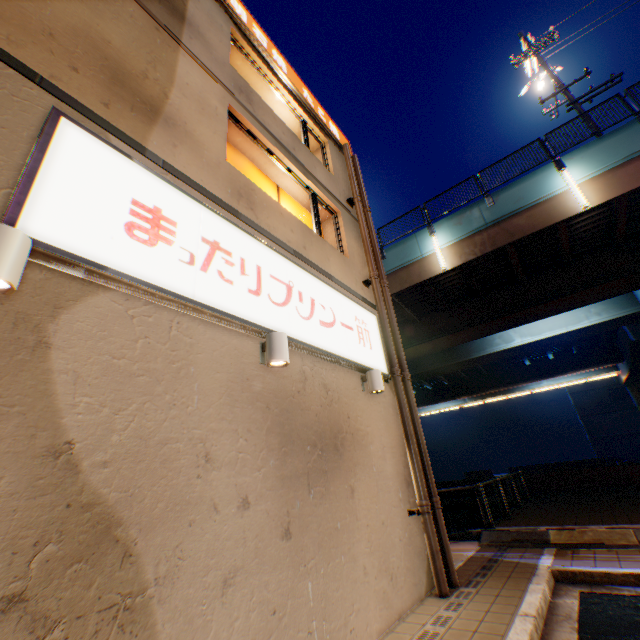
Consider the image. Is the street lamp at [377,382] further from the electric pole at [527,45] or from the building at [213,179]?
the electric pole at [527,45]

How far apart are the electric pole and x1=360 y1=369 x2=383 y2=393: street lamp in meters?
15.9 m

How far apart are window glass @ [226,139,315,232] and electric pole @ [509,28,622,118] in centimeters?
1313cm

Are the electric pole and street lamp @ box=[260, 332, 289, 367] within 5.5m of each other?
no

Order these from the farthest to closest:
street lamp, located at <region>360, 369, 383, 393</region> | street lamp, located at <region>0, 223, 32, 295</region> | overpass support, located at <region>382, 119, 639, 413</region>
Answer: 1. overpass support, located at <region>382, 119, 639, 413</region>
2. street lamp, located at <region>360, 369, 383, 393</region>
3. street lamp, located at <region>0, 223, 32, 295</region>

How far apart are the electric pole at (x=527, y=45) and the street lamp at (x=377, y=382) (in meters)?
15.88

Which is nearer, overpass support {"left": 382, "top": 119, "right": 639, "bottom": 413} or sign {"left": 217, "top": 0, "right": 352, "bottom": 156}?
sign {"left": 217, "top": 0, "right": 352, "bottom": 156}

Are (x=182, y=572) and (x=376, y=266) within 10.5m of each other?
yes
